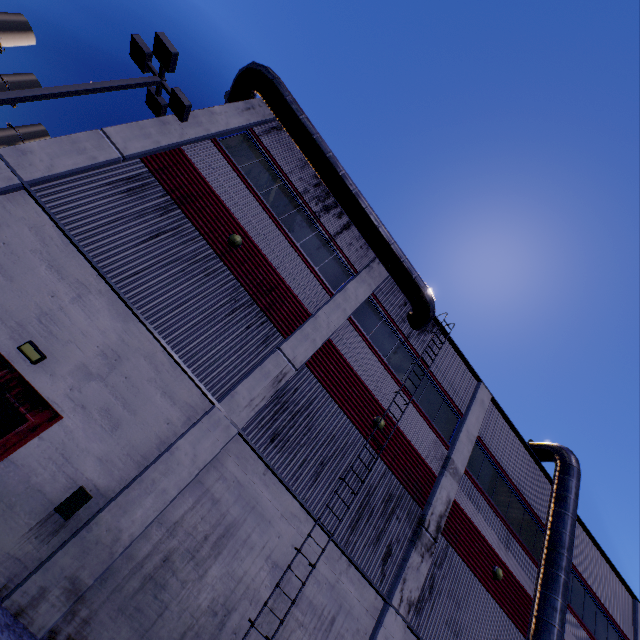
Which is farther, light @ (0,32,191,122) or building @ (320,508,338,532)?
building @ (320,508,338,532)

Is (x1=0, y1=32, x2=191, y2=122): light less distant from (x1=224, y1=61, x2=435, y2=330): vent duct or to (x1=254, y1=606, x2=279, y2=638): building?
(x1=254, y1=606, x2=279, y2=638): building

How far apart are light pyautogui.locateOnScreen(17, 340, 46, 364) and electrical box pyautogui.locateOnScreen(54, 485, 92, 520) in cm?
278

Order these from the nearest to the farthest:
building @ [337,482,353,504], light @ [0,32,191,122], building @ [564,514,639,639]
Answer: light @ [0,32,191,122] → building @ [337,482,353,504] → building @ [564,514,639,639]

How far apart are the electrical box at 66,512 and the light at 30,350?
2.8 meters

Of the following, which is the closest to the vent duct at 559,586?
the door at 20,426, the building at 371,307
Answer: the building at 371,307

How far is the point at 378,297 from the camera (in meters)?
13.62

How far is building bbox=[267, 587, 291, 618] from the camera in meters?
8.1
